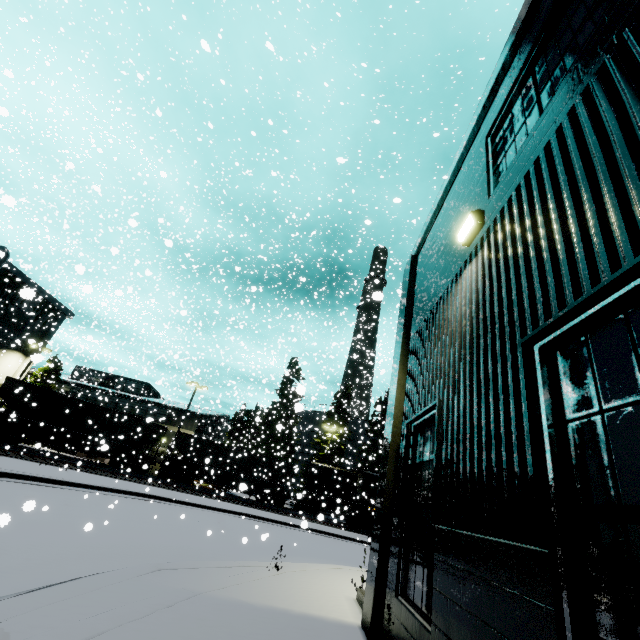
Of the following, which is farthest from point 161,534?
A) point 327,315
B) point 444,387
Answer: point 327,315

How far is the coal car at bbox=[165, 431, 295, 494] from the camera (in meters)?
29.55

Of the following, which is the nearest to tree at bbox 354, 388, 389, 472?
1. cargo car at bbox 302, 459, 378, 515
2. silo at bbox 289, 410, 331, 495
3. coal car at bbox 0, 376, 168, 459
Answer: silo at bbox 289, 410, 331, 495

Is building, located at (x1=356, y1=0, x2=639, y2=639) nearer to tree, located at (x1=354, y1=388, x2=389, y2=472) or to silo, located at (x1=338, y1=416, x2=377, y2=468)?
silo, located at (x1=338, y1=416, x2=377, y2=468)

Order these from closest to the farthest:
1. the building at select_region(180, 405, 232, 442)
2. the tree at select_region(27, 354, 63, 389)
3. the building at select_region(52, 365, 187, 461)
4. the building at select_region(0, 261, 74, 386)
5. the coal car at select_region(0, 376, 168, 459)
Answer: the coal car at select_region(0, 376, 168, 459)
the building at select_region(0, 261, 74, 386)
the tree at select_region(27, 354, 63, 389)
the building at select_region(52, 365, 187, 461)
the building at select_region(180, 405, 232, 442)

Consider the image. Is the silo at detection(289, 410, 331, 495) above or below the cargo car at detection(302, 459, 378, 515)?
above

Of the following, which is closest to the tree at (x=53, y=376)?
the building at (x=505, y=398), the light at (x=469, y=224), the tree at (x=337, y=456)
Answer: the building at (x=505, y=398)

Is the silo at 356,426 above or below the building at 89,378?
above
